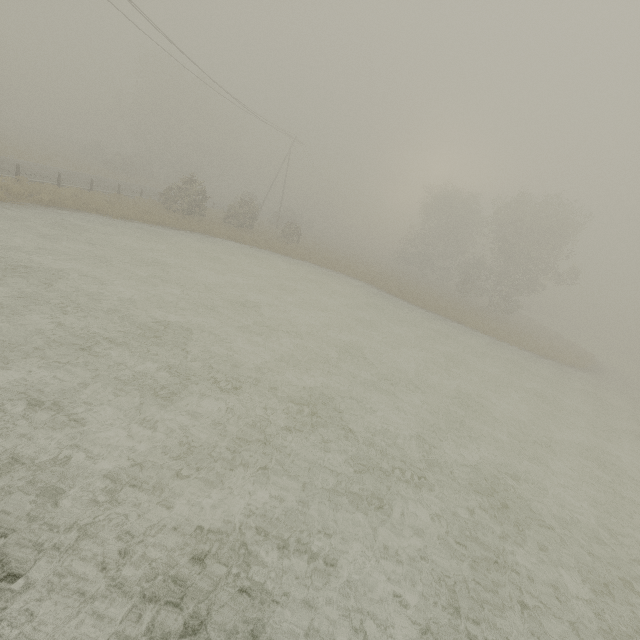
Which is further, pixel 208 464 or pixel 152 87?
pixel 152 87
